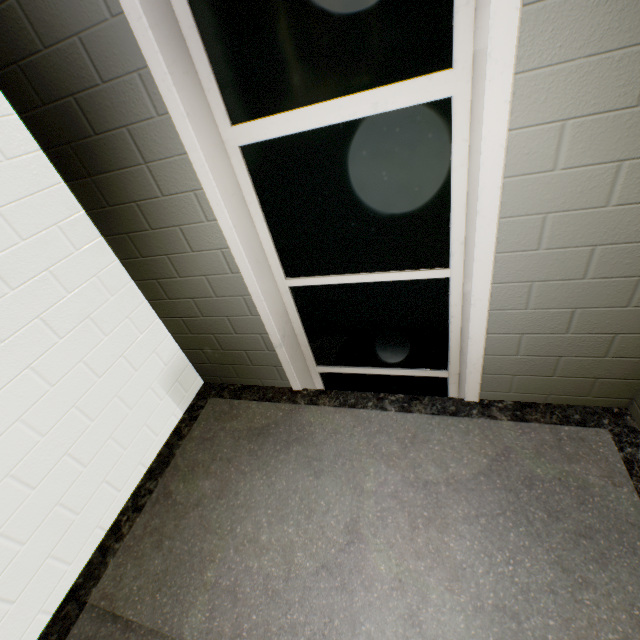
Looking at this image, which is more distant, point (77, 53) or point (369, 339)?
point (369, 339)
